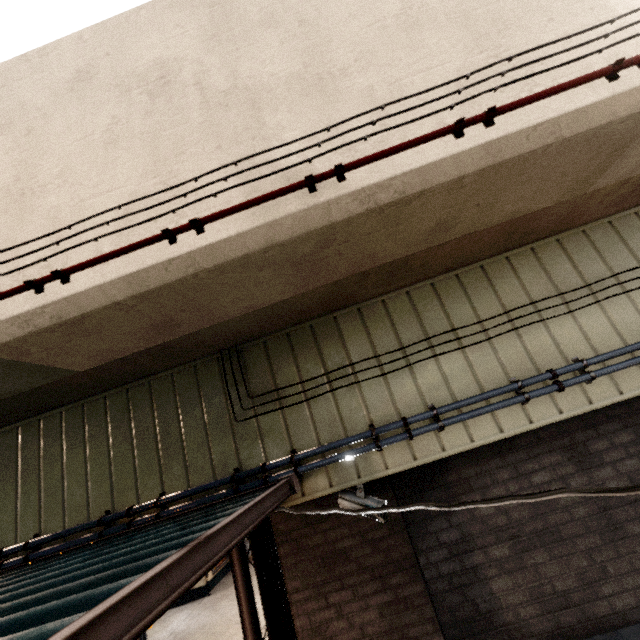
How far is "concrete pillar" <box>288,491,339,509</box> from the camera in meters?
3.4 m

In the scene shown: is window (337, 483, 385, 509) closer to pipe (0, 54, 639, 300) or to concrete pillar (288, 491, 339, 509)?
concrete pillar (288, 491, 339, 509)

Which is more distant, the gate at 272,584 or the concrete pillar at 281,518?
the gate at 272,584

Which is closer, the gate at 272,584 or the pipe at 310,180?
the pipe at 310,180

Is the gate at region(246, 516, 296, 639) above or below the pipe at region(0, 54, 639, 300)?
below

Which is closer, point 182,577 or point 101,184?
point 182,577

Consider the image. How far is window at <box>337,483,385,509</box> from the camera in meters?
3.1 m
